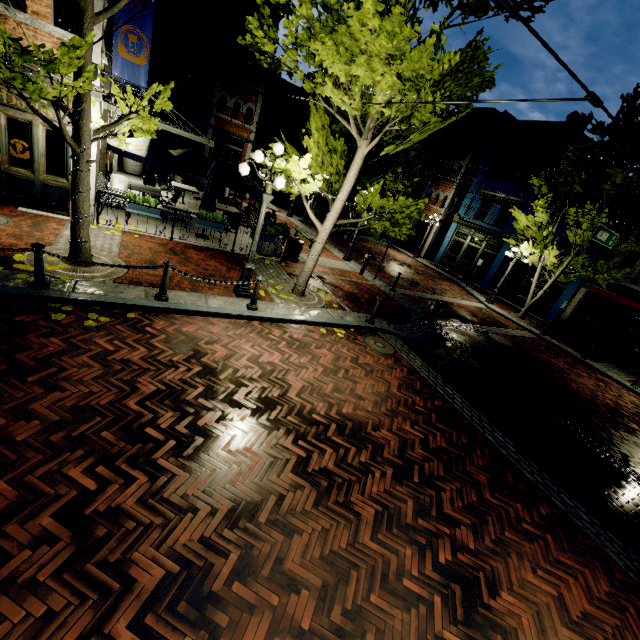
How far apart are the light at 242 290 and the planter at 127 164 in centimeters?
1392cm

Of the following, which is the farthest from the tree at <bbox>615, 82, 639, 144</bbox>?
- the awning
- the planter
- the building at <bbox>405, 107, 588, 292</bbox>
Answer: the planter

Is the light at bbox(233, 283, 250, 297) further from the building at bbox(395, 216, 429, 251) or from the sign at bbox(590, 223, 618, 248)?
the building at bbox(395, 216, 429, 251)

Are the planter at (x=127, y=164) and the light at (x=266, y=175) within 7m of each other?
no

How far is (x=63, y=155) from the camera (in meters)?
11.36

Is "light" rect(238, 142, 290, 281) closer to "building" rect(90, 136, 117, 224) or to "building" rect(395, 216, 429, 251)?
"building" rect(90, 136, 117, 224)

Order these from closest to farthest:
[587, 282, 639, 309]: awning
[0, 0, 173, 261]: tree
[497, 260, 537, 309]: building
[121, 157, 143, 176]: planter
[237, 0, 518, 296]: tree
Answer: [0, 0, 173, 261]: tree < [237, 0, 518, 296]: tree < [587, 282, 639, 309]: awning < [121, 157, 143, 176]: planter < [497, 260, 537, 309]: building

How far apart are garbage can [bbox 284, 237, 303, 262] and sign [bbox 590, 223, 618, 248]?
9.5 meters
